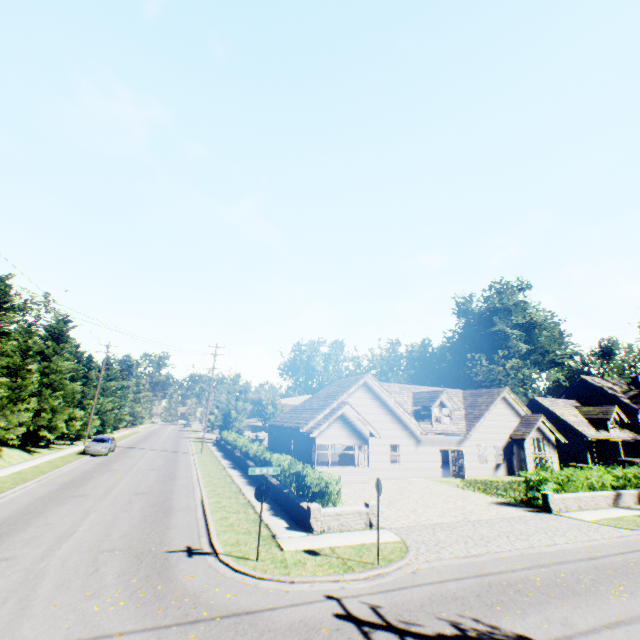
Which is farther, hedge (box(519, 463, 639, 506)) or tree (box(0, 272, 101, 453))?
tree (box(0, 272, 101, 453))

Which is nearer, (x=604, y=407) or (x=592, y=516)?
(x=592, y=516)

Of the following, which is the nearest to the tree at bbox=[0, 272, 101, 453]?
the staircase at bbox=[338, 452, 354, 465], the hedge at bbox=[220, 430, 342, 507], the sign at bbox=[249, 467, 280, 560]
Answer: the sign at bbox=[249, 467, 280, 560]

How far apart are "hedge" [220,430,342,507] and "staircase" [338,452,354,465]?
7.3m

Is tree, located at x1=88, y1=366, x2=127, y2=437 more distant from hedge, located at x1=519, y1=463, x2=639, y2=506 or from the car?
hedge, located at x1=519, y1=463, x2=639, y2=506

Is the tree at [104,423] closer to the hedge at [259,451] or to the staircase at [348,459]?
the hedge at [259,451]

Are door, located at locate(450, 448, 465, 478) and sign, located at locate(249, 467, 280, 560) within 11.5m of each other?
no

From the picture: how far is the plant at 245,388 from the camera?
53.95m
